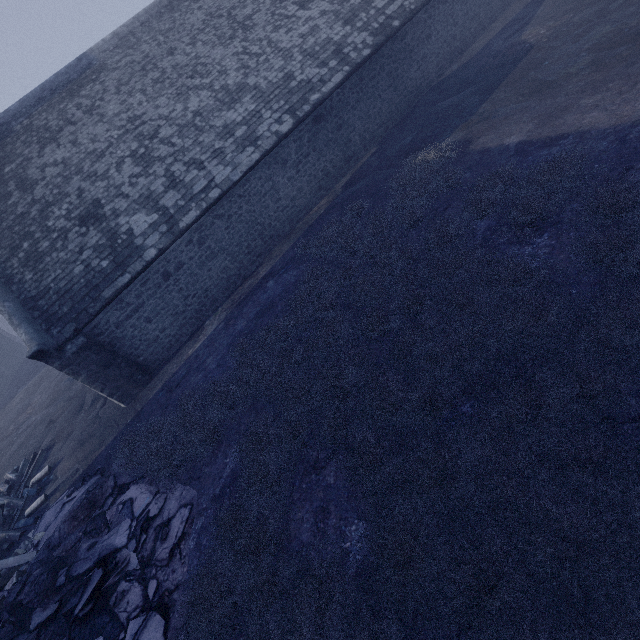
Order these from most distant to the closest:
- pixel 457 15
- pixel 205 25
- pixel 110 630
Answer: pixel 457 15 → pixel 205 25 → pixel 110 630
